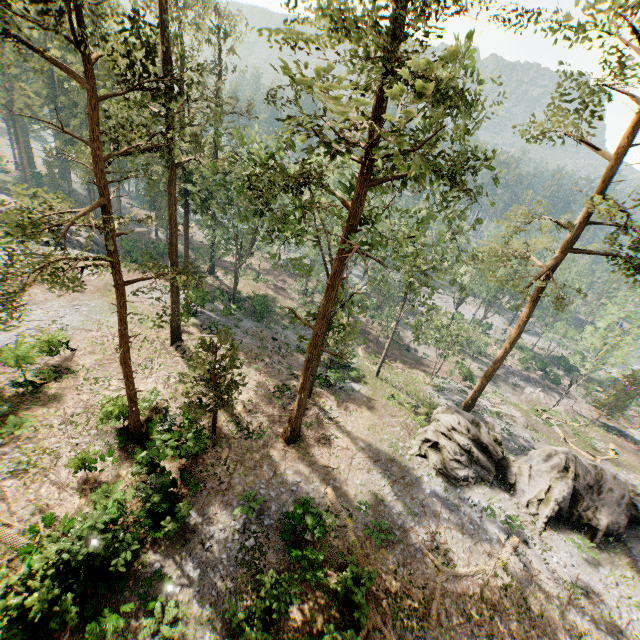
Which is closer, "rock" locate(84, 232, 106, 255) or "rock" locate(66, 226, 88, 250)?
"rock" locate(66, 226, 88, 250)

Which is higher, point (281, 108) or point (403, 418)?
point (281, 108)

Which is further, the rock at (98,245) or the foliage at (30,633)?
the rock at (98,245)

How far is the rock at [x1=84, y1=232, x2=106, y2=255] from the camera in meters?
41.9

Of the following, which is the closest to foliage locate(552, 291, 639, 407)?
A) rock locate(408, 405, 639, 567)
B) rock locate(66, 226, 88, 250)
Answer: rock locate(408, 405, 639, 567)

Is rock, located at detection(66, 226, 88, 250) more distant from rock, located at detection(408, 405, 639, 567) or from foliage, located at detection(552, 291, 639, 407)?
rock, located at detection(408, 405, 639, 567)

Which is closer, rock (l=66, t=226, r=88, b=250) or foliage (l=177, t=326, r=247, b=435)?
foliage (l=177, t=326, r=247, b=435)

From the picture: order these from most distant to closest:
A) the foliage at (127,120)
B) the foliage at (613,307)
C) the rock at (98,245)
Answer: the rock at (98,245) → the foliage at (613,307) → the foliage at (127,120)
